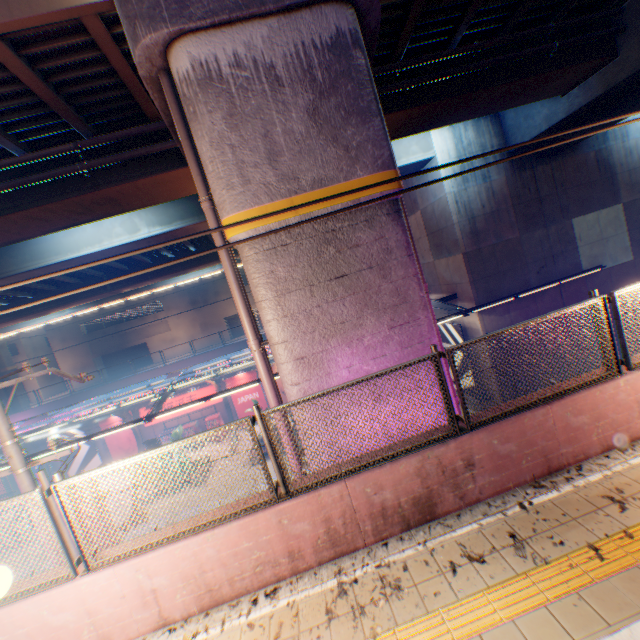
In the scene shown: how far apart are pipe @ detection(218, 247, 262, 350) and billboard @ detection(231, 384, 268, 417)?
20.87m

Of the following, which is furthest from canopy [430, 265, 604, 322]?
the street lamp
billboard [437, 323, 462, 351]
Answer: the street lamp

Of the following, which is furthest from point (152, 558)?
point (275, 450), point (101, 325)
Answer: point (101, 325)

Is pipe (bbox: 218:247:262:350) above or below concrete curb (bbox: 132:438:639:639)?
above

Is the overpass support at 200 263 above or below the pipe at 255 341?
above

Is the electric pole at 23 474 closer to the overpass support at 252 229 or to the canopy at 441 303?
the canopy at 441 303

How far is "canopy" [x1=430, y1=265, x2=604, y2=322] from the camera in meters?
14.3

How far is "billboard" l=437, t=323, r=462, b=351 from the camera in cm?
1689
